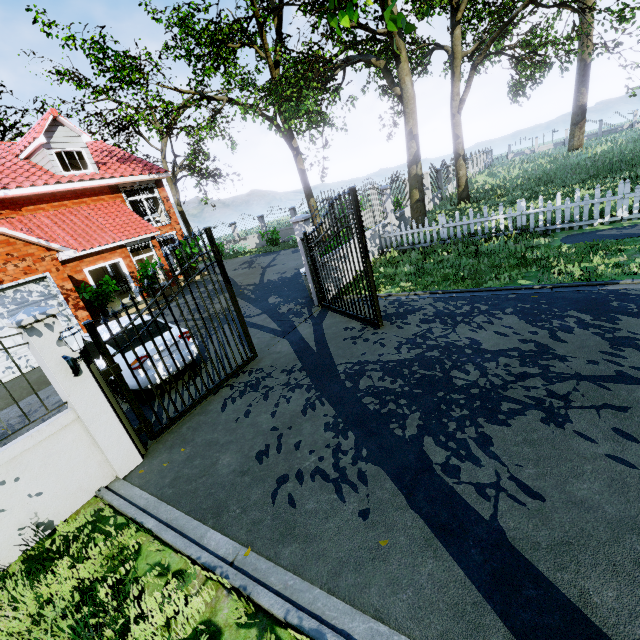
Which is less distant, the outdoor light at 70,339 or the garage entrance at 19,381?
the outdoor light at 70,339

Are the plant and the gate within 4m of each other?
no

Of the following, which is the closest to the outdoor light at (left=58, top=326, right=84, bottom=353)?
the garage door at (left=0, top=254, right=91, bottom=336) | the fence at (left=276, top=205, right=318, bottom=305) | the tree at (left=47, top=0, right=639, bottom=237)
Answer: the tree at (left=47, top=0, right=639, bottom=237)

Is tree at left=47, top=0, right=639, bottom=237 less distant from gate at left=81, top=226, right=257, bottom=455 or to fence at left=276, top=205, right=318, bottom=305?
fence at left=276, top=205, right=318, bottom=305

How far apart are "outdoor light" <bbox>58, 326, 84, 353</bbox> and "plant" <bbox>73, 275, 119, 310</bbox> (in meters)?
10.97

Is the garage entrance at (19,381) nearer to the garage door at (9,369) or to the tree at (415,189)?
the garage door at (9,369)

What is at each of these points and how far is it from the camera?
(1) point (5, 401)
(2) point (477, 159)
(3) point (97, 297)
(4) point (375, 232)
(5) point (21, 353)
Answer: (1) garage entrance, 8.5 meters
(2) fence, 35.4 meters
(3) plant, 13.9 meters
(4) fence, 12.7 meters
(5) garage door, 9.6 meters

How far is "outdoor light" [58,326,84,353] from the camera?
4.06m
